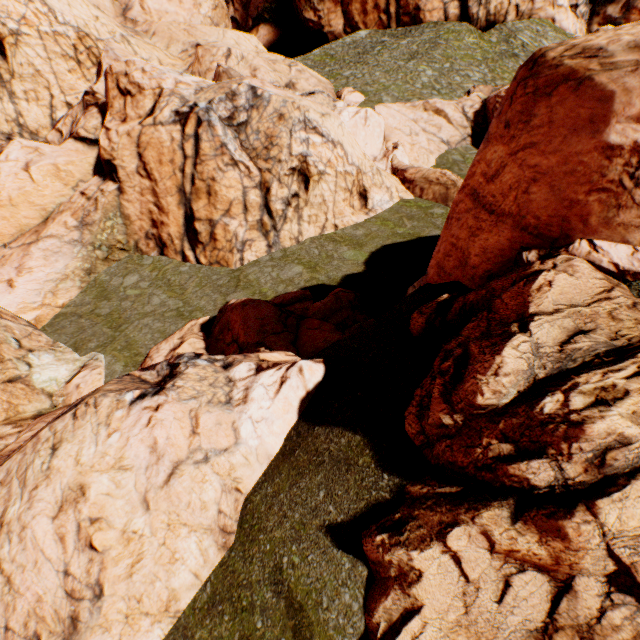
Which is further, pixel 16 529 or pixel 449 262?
pixel 449 262
